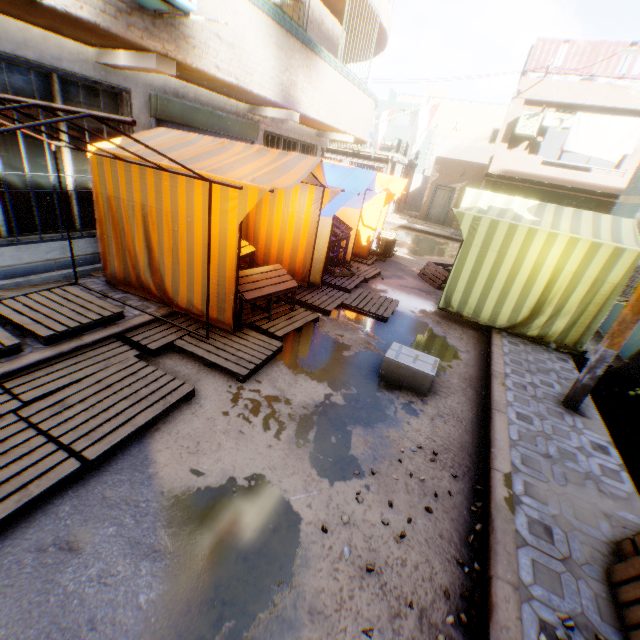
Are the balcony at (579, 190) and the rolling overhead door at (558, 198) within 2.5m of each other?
yes

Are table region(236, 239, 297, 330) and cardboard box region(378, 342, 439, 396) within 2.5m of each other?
yes

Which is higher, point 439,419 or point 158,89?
point 158,89

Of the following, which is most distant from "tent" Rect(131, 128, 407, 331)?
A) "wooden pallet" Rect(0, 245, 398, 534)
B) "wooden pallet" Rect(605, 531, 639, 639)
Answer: "wooden pallet" Rect(605, 531, 639, 639)

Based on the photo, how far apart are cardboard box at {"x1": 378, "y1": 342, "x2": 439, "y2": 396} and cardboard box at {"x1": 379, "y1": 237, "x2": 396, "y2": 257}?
3.6m

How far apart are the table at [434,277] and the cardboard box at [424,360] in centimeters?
398cm

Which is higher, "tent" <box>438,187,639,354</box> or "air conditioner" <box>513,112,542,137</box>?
"air conditioner" <box>513,112,542,137</box>

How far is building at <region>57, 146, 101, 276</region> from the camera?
5.2m
